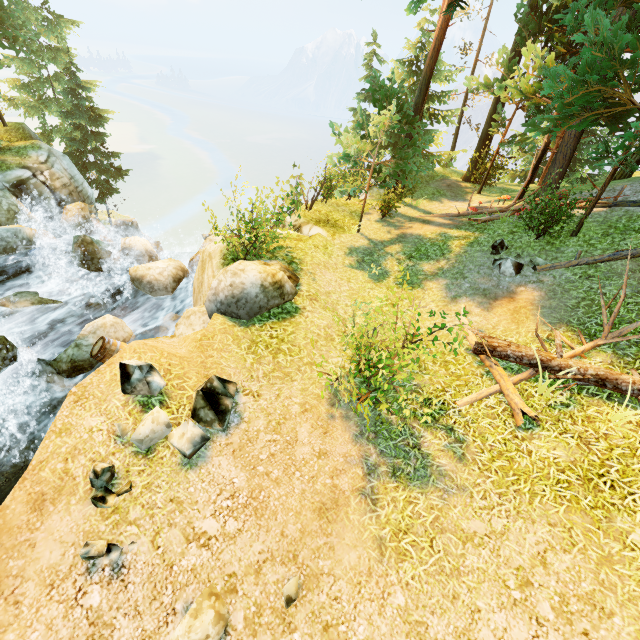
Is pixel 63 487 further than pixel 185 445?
No

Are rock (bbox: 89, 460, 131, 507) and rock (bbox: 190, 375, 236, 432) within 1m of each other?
yes

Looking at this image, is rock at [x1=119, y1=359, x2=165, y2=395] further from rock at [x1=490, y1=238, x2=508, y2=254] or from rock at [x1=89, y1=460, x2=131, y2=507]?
rock at [x1=490, y1=238, x2=508, y2=254]

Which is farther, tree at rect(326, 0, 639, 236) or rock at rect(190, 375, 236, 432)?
tree at rect(326, 0, 639, 236)

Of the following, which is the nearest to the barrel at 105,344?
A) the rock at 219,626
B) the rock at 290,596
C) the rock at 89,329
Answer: the rock at 89,329

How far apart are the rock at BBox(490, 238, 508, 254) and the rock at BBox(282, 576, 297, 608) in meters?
10.8

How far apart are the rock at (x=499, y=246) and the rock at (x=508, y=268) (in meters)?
0.44

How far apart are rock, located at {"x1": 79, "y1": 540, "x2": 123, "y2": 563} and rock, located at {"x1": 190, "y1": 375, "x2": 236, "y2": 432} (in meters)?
1.20
